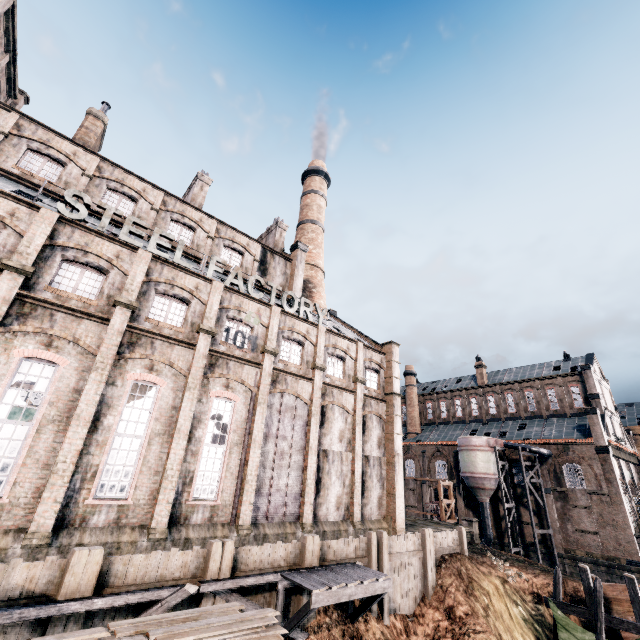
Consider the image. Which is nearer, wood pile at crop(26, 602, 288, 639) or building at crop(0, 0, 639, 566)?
wood pile at crop(26, 602, 288, 639)

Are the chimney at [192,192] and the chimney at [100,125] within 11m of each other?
yes

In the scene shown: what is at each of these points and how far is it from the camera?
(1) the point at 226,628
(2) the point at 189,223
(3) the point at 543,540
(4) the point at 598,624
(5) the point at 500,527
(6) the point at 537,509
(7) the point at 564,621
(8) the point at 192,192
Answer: (1) wood pile, 8.4 meters
(2) building, 26.5 meters
(3) building, 39.9 meters
(4) wooden scaffolding, 17.0 meters
(5) building, 43.8 meters
(6) building, 41.4 meters
(7) cloth, 17.8 meters
(8) chimney, 30.7 meters

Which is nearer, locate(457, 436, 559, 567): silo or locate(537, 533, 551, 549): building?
locate(457, 436, 559, 567): silo

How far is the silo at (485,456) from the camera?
38.62m

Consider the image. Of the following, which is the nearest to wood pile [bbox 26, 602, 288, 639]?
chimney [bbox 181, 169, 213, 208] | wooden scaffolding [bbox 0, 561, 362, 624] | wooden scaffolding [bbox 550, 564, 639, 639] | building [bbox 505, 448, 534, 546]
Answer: wooden scaffolding [bbox 0, 561, 362, 624]

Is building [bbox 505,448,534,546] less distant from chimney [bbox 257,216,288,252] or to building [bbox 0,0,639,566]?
building [bbox 0,0,639,566]

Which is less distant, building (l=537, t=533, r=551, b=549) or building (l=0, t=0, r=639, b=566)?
building (l=0, t=0, r=639, b=566)
